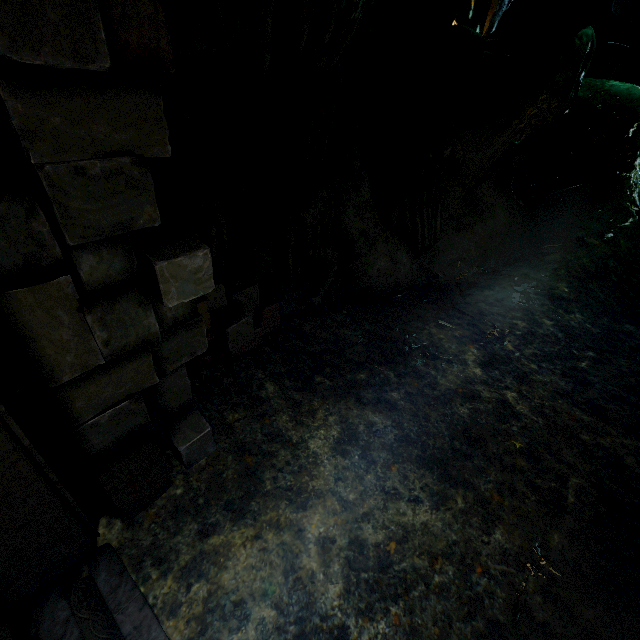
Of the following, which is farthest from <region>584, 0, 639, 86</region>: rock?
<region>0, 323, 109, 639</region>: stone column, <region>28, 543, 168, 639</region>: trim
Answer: <region>28, 543, 168, 639</region>: trim

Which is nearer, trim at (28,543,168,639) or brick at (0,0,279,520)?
brick at (0,0,279,520)

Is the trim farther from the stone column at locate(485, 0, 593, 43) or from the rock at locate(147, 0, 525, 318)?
the stone column at locate(485, 0, 593, 43)

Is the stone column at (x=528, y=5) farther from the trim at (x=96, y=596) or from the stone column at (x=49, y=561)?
the trim at (x=96, y=596)

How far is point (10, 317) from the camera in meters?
1.6

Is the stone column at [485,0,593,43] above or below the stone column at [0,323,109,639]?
above

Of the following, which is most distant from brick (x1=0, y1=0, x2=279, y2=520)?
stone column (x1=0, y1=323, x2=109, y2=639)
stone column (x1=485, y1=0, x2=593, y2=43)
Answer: stone column (x1=485, y1=0, x2=593, y2=43)

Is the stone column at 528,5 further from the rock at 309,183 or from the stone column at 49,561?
Result: the stone column at 49,561
